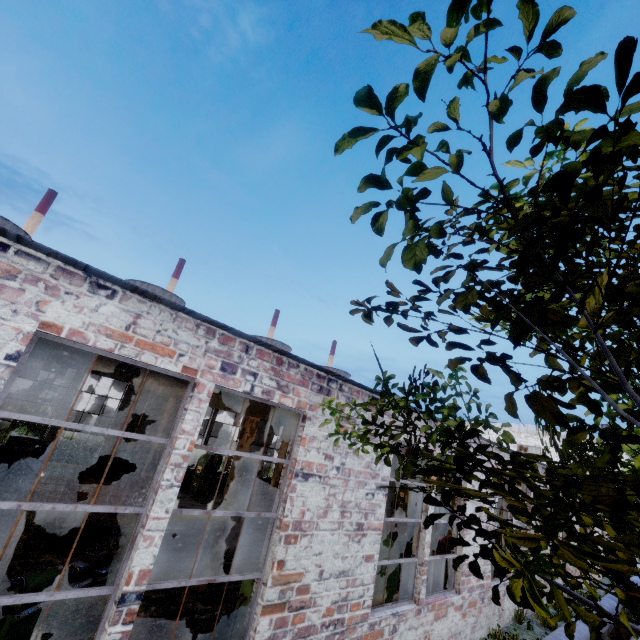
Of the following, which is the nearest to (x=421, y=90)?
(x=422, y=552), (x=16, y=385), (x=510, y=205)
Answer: (x=510, y=205)

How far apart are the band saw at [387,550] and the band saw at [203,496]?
7.6m

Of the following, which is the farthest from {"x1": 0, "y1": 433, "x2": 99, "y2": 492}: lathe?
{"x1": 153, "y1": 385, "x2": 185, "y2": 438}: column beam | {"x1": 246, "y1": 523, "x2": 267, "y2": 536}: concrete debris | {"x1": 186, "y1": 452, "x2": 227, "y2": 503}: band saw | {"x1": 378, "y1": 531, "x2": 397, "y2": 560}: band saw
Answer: {"x1": 378, "y1": 531, "x2": 397, "y2": 560}: band saw

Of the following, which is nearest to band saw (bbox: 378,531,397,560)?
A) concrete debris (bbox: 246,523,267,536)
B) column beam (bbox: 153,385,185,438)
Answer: column beam (bbox: 153,385,185,438)

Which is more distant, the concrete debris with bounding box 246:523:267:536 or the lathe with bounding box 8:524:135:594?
the concrete debris with bounding box 246:523:267:536

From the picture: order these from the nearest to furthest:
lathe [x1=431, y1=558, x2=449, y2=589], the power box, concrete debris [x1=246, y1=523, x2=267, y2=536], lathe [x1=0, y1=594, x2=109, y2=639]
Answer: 1. lathe [x1=0, y1=594, x2=109, y2=639]
2. the power box
3. lathe [x1=431, y1=558, x2=449, y2=589]
4. concrete debris [x1=246, y1=523, x2=267, y2=536]

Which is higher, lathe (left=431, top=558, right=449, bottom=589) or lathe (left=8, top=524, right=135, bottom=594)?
lathe (left=8, top=524, right=135, bottom=594)

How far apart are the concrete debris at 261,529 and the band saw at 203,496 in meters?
2.2
